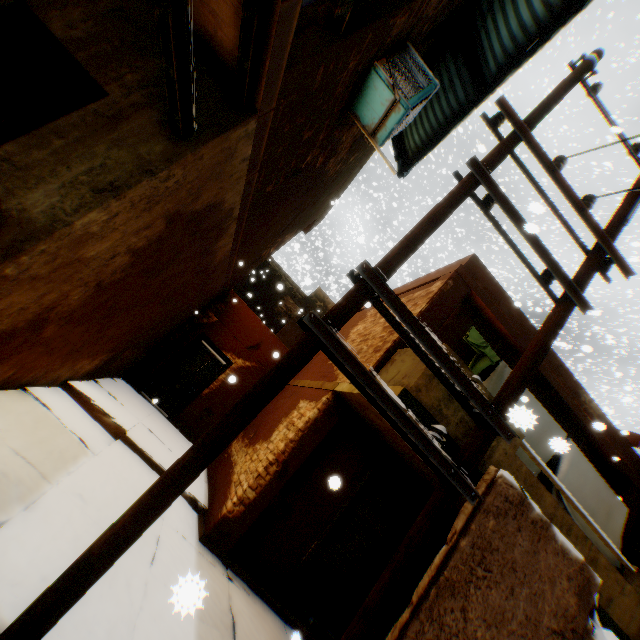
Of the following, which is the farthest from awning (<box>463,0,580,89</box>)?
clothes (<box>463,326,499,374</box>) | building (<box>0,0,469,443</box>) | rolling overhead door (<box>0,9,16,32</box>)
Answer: clothes (<box>463,326,499,374</box>)

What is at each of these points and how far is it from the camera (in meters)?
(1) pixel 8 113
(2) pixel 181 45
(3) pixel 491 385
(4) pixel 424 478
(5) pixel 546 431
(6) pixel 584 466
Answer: (1) rolling overhead door, 2.79
(2) wooden beam, 2.08
(3) clothes, 5.79
(4) balcony, 5.99
(5) clothes, 6.09
(6) clothes, 6.26

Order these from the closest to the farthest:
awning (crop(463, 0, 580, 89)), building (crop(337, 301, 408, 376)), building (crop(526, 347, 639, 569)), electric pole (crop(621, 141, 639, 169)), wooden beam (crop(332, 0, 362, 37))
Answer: wooden beam (crop(332, 0, 362, 37)), awning (crop(463, 0, 580, 89)), electric pole (crop(621, 141, 639, 169)), building (crop(337, 301, 408, 376)), building (crop(526, 347, 639, 569))

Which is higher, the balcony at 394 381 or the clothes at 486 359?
the clothes at 486 359

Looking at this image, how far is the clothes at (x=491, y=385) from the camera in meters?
5.8

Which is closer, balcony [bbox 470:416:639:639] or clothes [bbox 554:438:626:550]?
balcony [bbox 470:416:639:639]

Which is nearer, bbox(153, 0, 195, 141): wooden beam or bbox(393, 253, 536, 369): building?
bbox(153, 0, 195, 141): wooden beam

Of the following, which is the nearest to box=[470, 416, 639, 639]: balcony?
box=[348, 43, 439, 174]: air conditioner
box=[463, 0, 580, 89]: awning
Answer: box=[348, 43, 439, 174]: air conditioner
